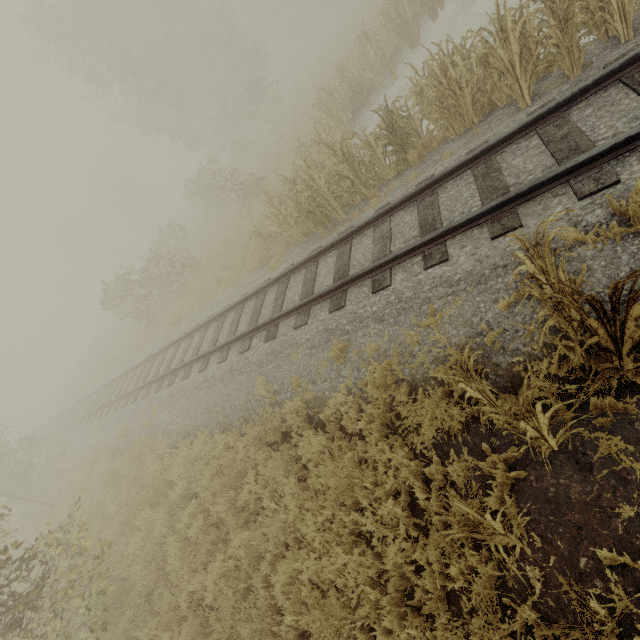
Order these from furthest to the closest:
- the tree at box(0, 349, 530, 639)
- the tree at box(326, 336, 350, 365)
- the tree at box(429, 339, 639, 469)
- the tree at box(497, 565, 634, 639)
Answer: the tree at box(326, 336, 350, 365) → the tree at box(0, 349, 530, 639) → the tree at box(429, 339, 639, 469) → the tree at box(497, 565, 634, 639)

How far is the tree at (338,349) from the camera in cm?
560

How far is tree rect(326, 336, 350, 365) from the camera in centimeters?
560cm

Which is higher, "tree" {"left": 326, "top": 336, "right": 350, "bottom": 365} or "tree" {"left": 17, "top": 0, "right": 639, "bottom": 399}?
"tree" {"left": 326, "top": 336, "right": 350, "bottom": 365}

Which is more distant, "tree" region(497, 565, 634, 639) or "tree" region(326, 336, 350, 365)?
"tree" region(326, 336, 350, 365)

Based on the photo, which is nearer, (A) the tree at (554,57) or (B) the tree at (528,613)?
(B) the tree at (528,613)

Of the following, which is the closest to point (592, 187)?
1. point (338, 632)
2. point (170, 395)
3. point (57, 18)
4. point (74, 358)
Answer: point (338, 632)
